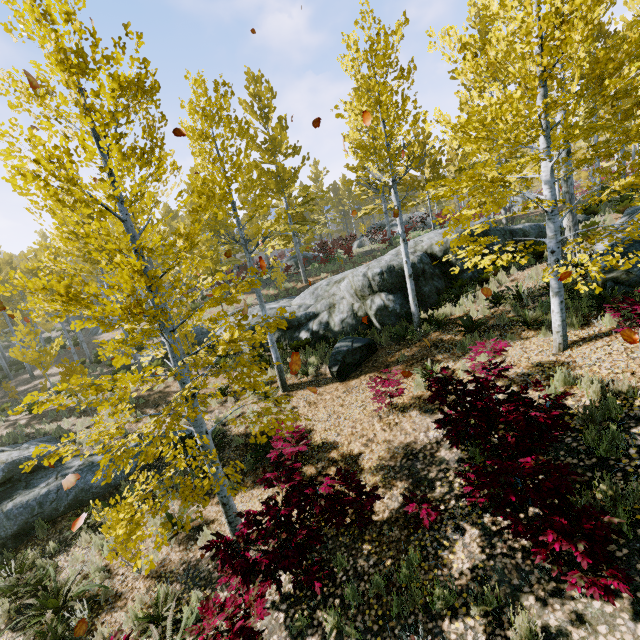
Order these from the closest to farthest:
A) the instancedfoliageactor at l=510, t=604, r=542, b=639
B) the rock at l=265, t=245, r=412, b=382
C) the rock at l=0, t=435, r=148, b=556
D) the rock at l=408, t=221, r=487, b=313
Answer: the instancedfoliageactor at l=510, t=604, r=542, b=639 → the rock at l=0, t=435, r=148, b=556 → the rock at l=265, t=245, r=412, b=382 → the rock at l=408, t=221, r=487, b=313

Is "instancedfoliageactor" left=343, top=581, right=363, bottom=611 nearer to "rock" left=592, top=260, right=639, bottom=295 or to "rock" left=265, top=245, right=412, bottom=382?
"rock" left=265, top=245, right=412, bottom=382

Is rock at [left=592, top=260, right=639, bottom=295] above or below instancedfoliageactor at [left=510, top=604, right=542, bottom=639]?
above

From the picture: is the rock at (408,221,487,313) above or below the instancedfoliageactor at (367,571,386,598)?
above

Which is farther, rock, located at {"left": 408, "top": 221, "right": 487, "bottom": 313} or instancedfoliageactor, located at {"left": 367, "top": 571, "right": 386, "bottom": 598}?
rock, located at {"left": 408, "top": 221, "right": 487, "bottom": 313}

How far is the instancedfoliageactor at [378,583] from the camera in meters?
4.3

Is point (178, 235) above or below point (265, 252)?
below

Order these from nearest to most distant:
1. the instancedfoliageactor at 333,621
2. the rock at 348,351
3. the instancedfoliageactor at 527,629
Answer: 1. the instancedfoliageactor at 527,629
2. the instancedfoliageactor at 333,621
3. the rock at 348,351
